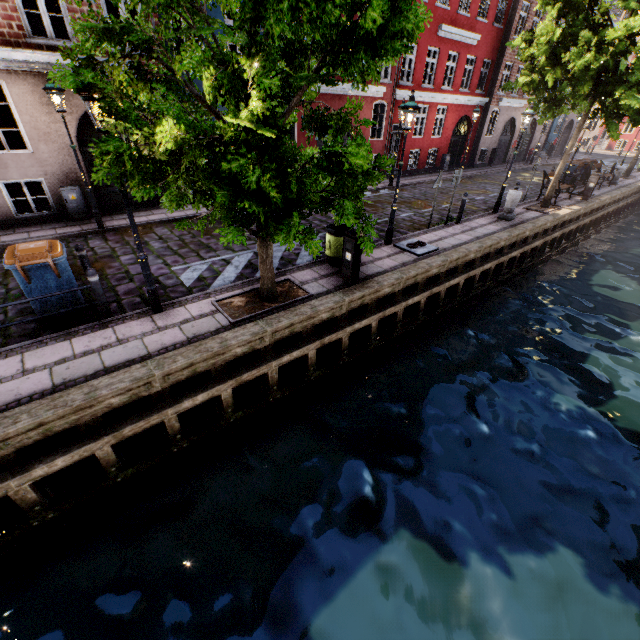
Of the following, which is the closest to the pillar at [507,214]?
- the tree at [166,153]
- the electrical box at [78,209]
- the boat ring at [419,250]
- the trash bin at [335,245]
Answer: Result: the tree at [166,153]

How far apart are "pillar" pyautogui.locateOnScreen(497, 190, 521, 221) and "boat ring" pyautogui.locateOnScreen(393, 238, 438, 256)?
5.2m

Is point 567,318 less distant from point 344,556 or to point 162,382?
point 344,556

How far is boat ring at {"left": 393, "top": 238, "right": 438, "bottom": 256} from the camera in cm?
964

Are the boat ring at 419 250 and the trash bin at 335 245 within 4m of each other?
yes

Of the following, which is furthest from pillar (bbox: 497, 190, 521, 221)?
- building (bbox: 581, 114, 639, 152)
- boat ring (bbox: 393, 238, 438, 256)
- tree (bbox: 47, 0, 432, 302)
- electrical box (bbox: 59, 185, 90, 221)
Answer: building (bbox: 581, 114, 639, 152)

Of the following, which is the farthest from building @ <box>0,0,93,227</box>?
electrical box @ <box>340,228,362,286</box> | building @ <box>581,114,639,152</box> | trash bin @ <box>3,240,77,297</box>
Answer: building @ <box>581,114,639,152</box>

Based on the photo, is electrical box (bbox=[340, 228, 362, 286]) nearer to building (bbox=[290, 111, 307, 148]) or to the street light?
the street light
